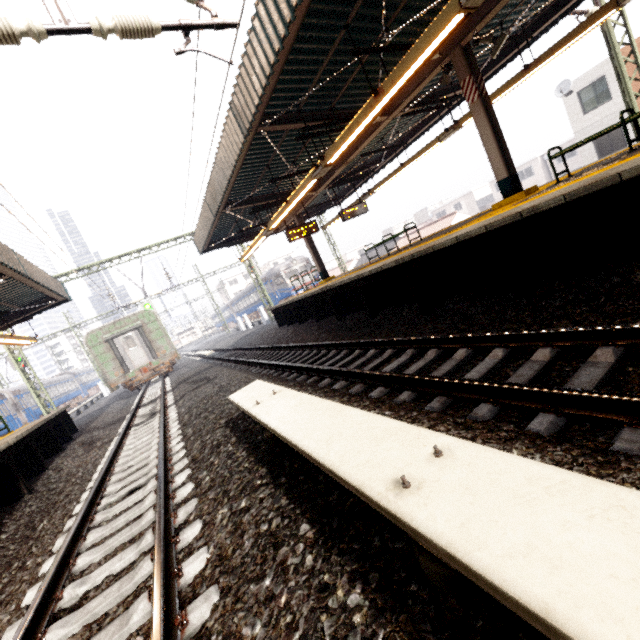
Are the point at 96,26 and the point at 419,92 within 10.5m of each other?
yes

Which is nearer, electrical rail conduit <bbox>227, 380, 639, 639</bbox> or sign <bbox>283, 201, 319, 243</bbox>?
electrical rail conduit <bbox>227, 380, 639, 639</bbox>

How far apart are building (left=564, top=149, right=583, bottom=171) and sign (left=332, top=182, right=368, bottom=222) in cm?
4291

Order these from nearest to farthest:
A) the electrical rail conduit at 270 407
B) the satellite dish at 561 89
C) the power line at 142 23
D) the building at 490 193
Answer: the electrical rail conduit at 270 407
the power line at 142 23
the satellite dish at 561 89
the building at 490 193

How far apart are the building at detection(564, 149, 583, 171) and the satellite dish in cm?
2591

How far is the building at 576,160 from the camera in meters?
41.3 m

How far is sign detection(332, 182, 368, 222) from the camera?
14.3 meters

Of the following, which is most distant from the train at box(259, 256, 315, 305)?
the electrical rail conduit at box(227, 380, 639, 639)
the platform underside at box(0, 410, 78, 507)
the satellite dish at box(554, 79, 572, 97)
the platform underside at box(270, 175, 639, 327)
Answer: the electrical rail conduit at box(227, 380, 639, 639)
